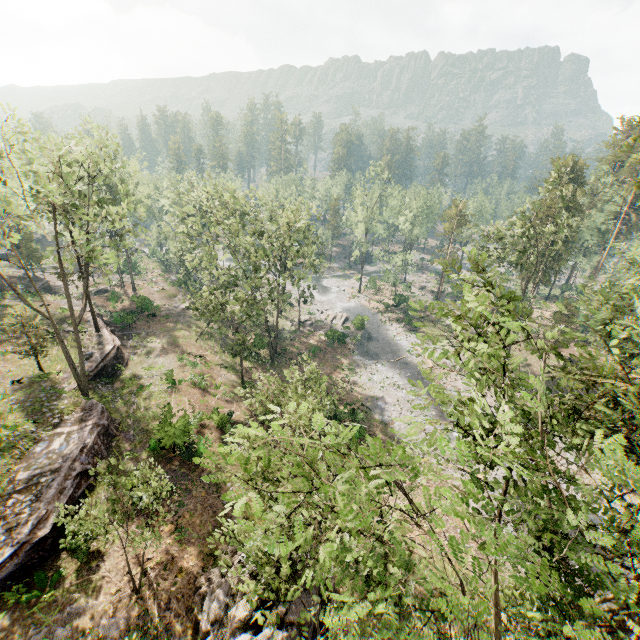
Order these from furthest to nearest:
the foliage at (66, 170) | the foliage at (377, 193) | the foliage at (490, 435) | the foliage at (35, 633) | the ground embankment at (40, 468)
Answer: the foliage at (377, 193), the foliage at (66, 170), the ground embankment at (40, 468), the foliage at (35, 633), the foliage at (490, 435)

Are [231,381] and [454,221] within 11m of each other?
no

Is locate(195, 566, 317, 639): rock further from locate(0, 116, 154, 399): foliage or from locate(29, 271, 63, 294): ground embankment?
locate(29, 271, 63, 294): ground embankment

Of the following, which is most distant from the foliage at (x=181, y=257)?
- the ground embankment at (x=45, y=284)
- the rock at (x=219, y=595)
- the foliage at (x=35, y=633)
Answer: the foliage at (x=35, y=633)

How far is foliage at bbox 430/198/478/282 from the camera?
11.9m

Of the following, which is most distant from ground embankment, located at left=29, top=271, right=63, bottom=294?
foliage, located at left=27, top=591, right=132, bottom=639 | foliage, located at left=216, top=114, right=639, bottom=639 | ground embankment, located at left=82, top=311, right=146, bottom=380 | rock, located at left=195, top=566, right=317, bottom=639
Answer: foliage, located at left=27, top=591, right=132, bottom=639

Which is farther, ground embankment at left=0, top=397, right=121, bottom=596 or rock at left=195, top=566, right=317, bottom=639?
ground embankment at left=0, top=397, right=121, bottom=596

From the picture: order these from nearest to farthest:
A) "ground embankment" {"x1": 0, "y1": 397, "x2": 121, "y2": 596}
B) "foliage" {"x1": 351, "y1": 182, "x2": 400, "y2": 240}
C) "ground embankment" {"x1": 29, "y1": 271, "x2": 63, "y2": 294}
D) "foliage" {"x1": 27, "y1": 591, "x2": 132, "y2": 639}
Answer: "foliage" {"x1": 27, "y1": 591, "x2": 132, "y2": 639} < "ground embankment" {"x1": 0, "y1": 397, "x2": 121, "y2": 596} < "ground embankment" {"x1": 29, "y1": 271, "x2": 63, "y2": 294} < "foliage" {"x1": 351, "y1": 182, "x2": 400, "y2": 240}
